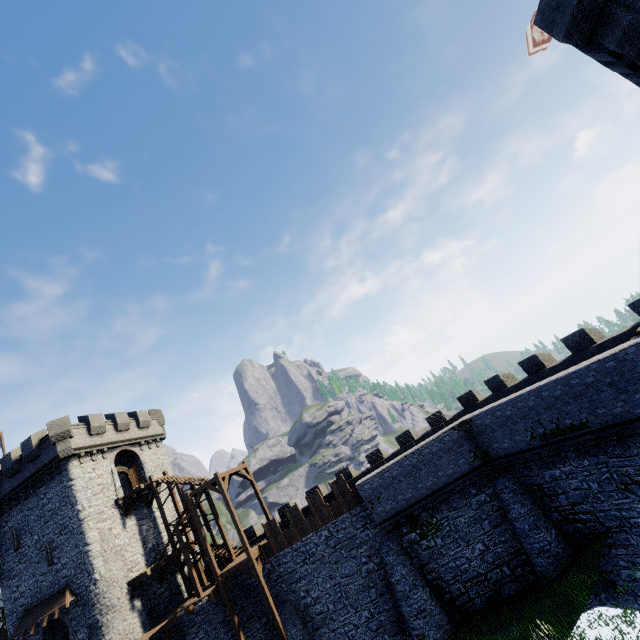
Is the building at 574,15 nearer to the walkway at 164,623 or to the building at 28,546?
the walkway at 164,623

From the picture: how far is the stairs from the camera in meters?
22.0

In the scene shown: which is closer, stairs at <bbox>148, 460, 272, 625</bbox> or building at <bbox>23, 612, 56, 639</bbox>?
stairs at <bbox>148, 460, 272, 625</bbox>

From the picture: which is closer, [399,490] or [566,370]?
[566,370]

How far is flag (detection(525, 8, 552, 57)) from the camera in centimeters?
1477cm

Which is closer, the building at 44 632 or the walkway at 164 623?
the walkway at 164 623

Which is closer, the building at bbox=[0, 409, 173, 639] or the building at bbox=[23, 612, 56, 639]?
the building at bbox=[23, 612, 56, 639]

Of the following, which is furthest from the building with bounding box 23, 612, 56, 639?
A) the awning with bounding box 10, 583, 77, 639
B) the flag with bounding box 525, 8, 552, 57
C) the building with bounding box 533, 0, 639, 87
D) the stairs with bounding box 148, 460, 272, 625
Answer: the flag with bounding box 525, 8, 552, 57
